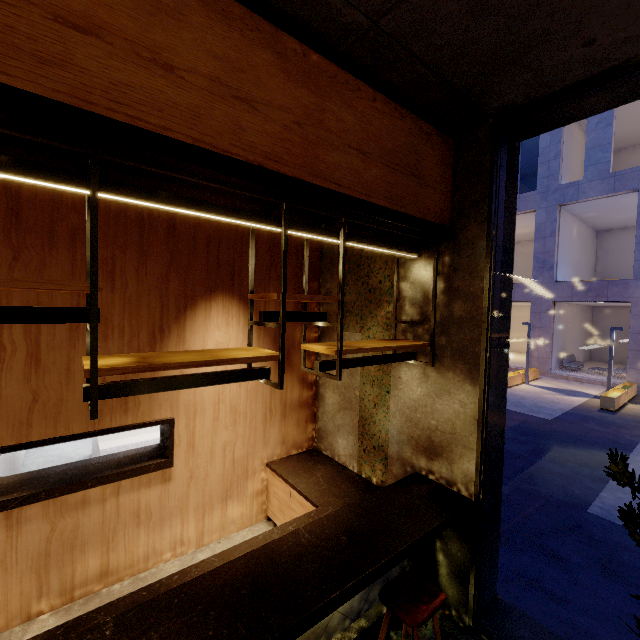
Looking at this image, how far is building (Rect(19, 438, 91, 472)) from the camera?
5.6 meters

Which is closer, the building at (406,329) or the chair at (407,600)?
the chair at (407,600)

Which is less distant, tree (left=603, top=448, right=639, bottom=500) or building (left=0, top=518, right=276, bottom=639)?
tree (left=603, top=448, right=639, bottom=500)

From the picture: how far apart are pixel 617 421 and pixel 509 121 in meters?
11.8

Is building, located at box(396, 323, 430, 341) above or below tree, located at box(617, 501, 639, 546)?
above

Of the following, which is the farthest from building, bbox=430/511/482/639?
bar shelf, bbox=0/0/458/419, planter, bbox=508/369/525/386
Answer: planter, bbox=508/369/525/386

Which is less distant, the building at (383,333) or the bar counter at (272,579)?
the bar counter at (272,579)
